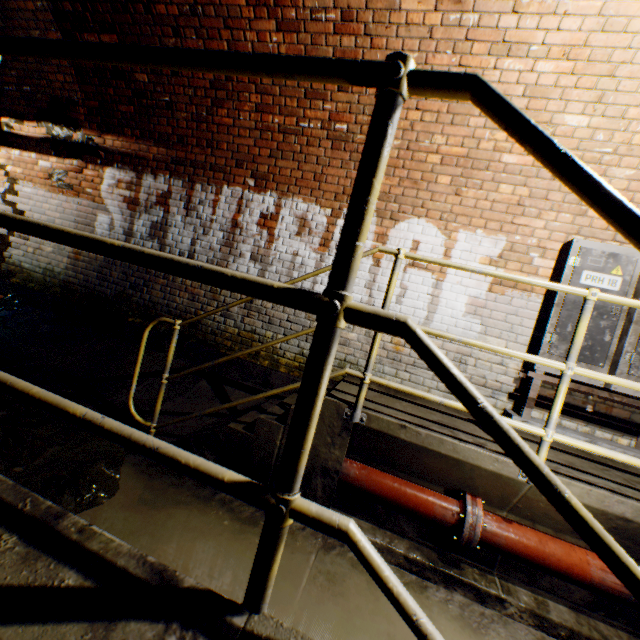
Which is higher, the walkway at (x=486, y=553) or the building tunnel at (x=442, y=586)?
the walkway at (x=486, y=553)

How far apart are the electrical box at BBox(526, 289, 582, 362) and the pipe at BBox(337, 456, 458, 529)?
1.2m

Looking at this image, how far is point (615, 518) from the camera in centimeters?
207cm

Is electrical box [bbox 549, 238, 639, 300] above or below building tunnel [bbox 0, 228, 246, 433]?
above

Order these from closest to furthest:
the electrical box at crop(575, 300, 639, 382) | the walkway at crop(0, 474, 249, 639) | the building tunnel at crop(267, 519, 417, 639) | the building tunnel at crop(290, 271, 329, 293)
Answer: the walkway at crop(0, 474, 249, 639)
the building tunnel at crop(267, 519, 417, 639)
the electrical box at crop(575, 300, 639, 382)
the building tunnel at crop(290, 271, 329, 293)

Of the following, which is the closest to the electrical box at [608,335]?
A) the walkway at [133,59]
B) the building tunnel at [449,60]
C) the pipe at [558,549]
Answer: the building tunnel at [449,60]

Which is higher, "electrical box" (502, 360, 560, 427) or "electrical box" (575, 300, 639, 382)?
"electrical box" (575, 300, 639, 382)

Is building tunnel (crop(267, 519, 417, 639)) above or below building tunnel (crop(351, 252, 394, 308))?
below
